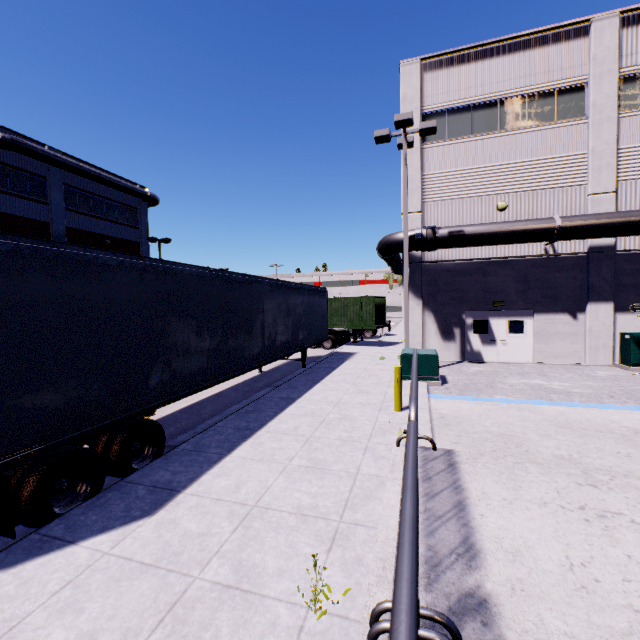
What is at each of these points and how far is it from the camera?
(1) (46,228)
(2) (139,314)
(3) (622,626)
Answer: (1) building, 23.41m
(2) semi trailer, 5.71m
(3) building, 1.40m

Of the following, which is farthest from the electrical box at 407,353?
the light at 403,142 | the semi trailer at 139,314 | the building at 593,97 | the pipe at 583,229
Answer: the pipe at 583,229

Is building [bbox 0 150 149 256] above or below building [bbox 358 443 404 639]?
above

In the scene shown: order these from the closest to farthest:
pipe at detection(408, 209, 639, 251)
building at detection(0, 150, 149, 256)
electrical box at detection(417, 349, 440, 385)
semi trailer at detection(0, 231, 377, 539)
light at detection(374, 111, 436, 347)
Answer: semi trailer at detection(0, 231, 377, 539), electrical box at detection(417, 349, 440, 385), light at detection(374, 111, 436, 347), pipe at detection(408, 209, 639, 251), building at detection(0, 150, 149, 256)

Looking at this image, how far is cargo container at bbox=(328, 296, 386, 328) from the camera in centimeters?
2100cm

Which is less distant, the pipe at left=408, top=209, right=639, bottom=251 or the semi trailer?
the semi trailer

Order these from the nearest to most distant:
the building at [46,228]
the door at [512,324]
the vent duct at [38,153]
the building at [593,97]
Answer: the building at [593,97], the door at [512,324], the vent duct at [38,153], the building at [46,228]

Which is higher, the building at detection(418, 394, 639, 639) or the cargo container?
the cargo container
